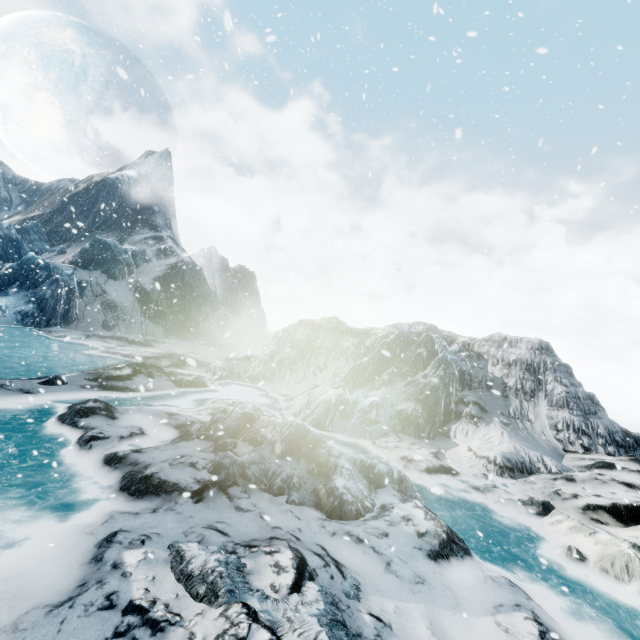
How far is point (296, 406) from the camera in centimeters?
1319cm
